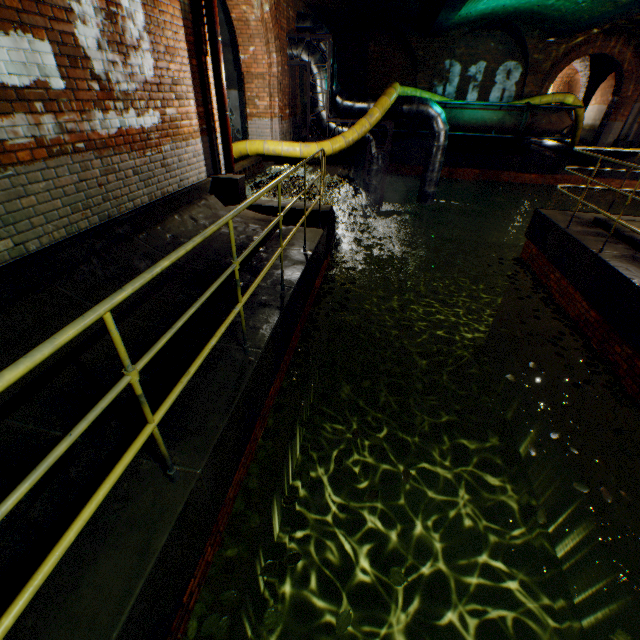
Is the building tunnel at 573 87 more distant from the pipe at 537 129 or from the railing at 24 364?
the railing at 24 364

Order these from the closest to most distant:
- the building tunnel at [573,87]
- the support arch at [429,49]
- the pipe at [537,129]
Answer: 1. the pipe at [537,129]
2. the support arch at [429,49]
3. the building tunnel at [573,87]

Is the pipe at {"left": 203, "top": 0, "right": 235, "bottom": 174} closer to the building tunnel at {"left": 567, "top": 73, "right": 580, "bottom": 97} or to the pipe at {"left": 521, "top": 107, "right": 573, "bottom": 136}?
the pipe at {"left": 521, "top": 107, "right": 573, "bottom": 136}

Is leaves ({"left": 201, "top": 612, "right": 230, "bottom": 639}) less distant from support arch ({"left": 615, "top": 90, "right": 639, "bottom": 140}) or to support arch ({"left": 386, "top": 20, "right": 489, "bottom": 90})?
support arch ({"left": 386, "top": 20, "right": 489, "bottom": 90})

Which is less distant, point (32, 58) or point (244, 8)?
point (32, 58)

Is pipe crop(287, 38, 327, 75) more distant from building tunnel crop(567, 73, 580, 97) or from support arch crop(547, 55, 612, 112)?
support arch crop(547, 55, 612, 112)

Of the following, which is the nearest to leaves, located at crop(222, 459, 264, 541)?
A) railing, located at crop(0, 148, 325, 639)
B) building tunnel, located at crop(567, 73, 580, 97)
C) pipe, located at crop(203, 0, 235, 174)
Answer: railing, located at crop(0, 148, 325, 639)

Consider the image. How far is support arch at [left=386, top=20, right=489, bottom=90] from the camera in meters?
13.8
